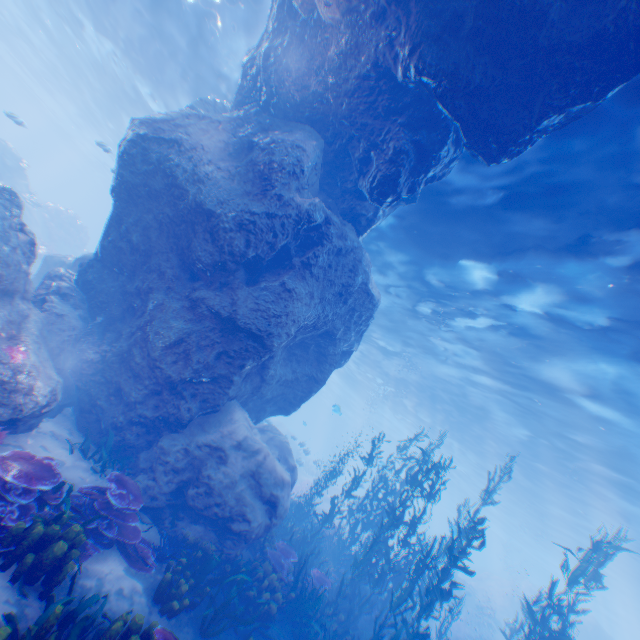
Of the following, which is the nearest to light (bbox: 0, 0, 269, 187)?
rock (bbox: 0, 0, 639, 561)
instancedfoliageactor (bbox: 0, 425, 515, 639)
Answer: rock (bbox: 0, 0, 639, 561)

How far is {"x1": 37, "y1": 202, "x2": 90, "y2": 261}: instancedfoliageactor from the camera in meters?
22.5

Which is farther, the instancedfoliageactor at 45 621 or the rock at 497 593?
the rock at 497 593

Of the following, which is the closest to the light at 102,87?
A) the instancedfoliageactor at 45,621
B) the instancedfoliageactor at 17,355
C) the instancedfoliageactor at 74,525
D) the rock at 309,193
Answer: the rock at 309,193

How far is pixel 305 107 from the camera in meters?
8.8

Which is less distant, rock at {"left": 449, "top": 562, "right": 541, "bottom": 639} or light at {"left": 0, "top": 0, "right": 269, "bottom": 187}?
light at {"left": 0, "top": 0, "right": 269, "bottom": 187}

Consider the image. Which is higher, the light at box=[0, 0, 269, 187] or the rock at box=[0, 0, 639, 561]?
the light at box=[0, 0, 269, 187]

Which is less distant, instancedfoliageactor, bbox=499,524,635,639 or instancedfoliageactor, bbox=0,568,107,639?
instancedfoliageactor, bbox=0,568,107,639
